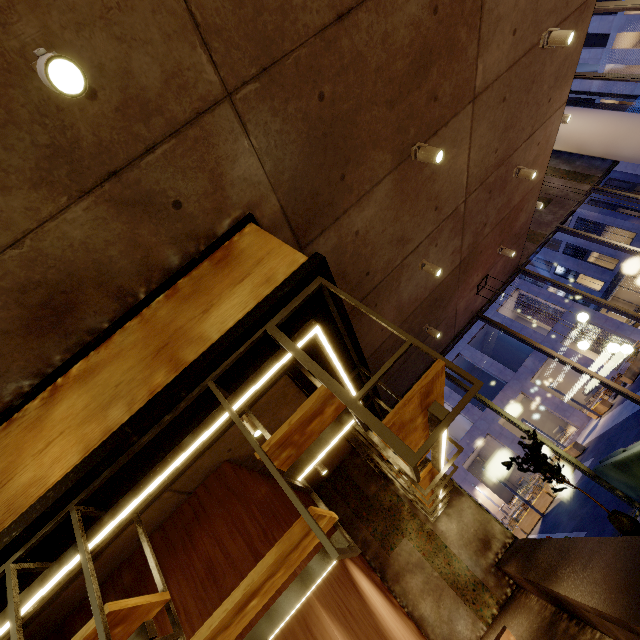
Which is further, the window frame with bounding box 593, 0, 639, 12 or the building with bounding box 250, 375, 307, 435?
the window frame with bounding box 593, 0, 639, 12

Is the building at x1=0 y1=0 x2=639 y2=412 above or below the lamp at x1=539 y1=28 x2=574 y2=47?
above

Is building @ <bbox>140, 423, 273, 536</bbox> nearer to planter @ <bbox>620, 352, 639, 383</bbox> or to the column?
the column

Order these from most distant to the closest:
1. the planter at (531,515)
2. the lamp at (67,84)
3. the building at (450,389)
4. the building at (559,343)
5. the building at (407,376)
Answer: the building at (450,389) < the building at (559,343) < the planter at (531,515) < the building at (407,376) < the lamp at (67,84)

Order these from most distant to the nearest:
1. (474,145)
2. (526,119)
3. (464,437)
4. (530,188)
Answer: (464,437), (530,188), (526,119), (474,145)

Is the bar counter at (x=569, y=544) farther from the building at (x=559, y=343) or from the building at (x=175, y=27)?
the building at (x=559, y=343)

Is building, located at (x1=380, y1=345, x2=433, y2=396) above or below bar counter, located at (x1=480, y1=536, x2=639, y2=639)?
above

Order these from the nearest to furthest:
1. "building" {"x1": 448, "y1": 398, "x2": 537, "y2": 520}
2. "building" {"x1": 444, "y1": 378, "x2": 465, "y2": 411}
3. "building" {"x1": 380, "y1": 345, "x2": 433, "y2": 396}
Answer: "building" {"x1": 380, "y1": 345, "x2": 433, "y2": 396} < "building" {"x1": 448, "y1": 398, "x2": 537, "y2": 520} < "building" {"x1": 444, "y1": 378, "x2": 465, "y2": 411}
